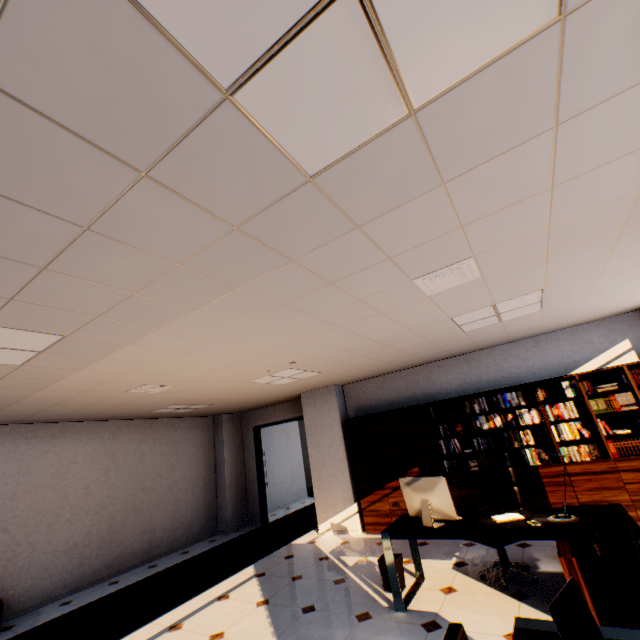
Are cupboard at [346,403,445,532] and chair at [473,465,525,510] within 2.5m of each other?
yes

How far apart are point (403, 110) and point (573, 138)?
0.9m

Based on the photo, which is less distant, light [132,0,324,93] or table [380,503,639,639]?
light [132,0,324,93]

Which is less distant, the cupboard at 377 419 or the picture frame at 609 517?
the picture frame at 609 517

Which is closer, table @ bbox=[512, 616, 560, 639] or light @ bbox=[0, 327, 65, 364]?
table @ bbox=[512, 616, 560, 639]

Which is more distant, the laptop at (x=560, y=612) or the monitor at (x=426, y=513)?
the monitor at (x=426, y=513)

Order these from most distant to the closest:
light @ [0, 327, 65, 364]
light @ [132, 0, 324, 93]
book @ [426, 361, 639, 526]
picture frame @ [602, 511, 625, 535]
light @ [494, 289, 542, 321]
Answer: book @ [426, 361, 639, 526]
light @ [494, 289, 542, 321]
picture frame @ [602, 511, 625, 535]
light @ [0, 327, 65, 364]
light @ [132, 0, 324, 93]

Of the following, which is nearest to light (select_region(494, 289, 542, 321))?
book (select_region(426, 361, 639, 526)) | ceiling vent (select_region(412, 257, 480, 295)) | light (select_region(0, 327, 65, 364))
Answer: ceiling vent (select_region(412, 257, 480, 295))
